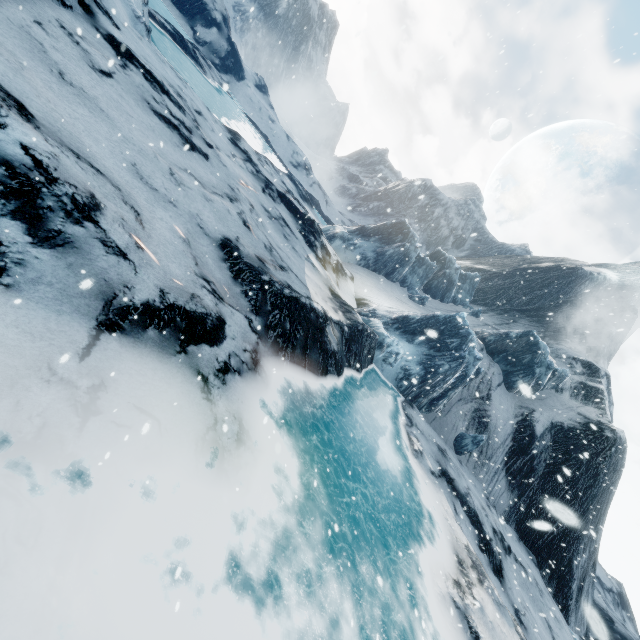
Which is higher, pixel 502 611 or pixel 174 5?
pixel 174 5
